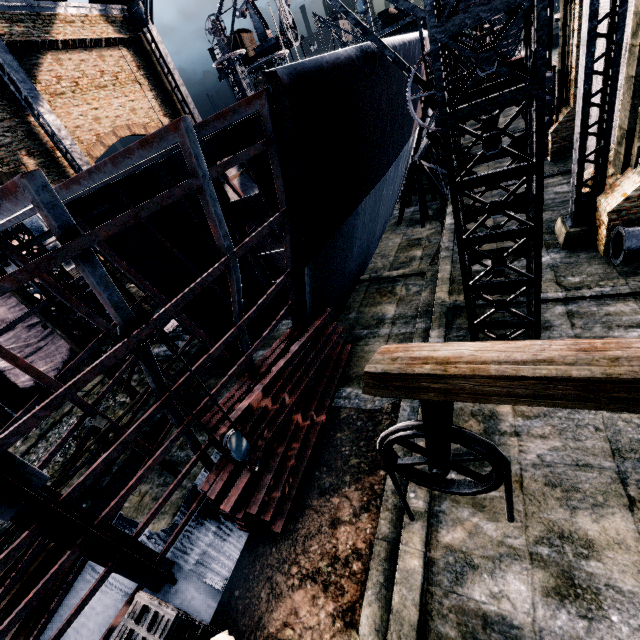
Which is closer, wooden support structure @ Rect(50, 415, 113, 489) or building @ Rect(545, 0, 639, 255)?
wooden support structure @ Rect(50, 415, 113, 489)

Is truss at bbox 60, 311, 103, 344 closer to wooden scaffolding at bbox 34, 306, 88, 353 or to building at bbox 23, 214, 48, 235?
building at bbox 23, 214, 48, 235

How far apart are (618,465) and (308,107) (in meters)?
10.90

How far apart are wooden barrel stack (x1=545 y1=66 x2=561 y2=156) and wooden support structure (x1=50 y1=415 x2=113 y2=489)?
26.87m

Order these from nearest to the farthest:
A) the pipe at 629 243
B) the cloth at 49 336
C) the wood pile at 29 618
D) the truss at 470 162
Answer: the truss at 470 162, the wood pile at 29 618, the pipe at 629 243, the cloth at 49 336

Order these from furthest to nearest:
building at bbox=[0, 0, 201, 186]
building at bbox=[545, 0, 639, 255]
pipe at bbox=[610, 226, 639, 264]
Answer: building at bbox=[0, 0, 201, 186] → pipe at bbox=[610, 226, 639, 264] → building at bbox=[545, 0, 639, 255]

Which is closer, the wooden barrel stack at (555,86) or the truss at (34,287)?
the truss at (34,287)

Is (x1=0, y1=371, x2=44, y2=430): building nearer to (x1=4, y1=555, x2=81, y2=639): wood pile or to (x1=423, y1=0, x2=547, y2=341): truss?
(x1=423, y1=0, x2=547, y2=341): truss
